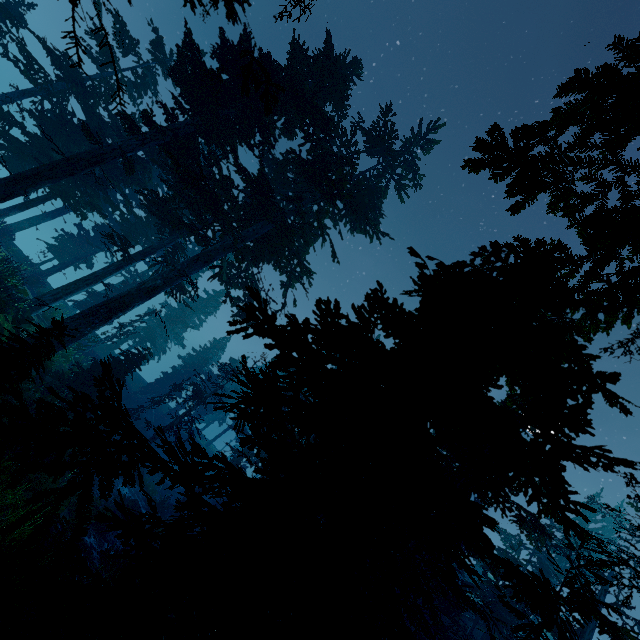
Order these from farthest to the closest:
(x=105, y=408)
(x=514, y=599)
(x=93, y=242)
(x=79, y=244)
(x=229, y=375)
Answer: (x=229, y=375) → (x=93, y=242) → (x=79, y=244) → (x=514, y=599) → (x=105, y=408)
